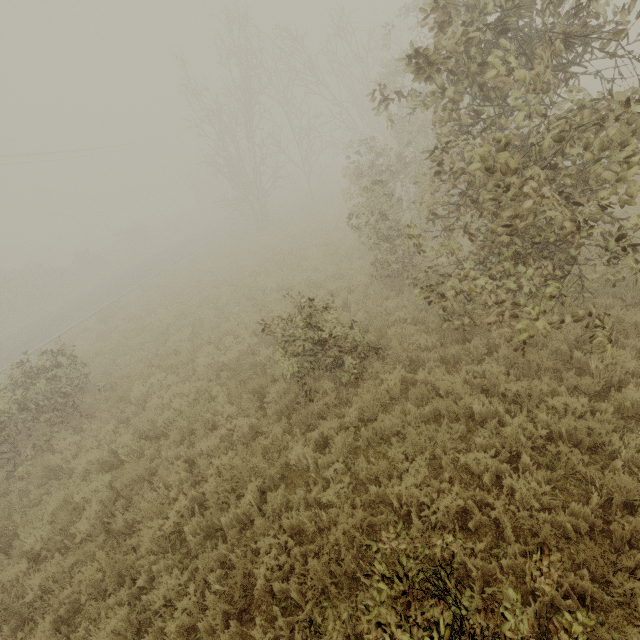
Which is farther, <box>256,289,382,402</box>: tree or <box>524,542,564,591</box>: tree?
<box>256,289,382,402</box>: tree

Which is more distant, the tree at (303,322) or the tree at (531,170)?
the tree at (303,322)

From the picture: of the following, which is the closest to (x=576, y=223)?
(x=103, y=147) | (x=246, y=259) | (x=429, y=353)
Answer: (x=429, y=353)

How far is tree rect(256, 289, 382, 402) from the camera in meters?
6.5 m

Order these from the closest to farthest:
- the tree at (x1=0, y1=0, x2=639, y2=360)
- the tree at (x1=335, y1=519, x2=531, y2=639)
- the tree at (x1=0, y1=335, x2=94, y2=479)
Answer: the tree at (x1=335, y1=519, x2=531, y2=639)
the tree at (x1=0, y1=0, x2=639, y2=360)
the tree at (x1=0, y1=335, x2=94, y2=479)

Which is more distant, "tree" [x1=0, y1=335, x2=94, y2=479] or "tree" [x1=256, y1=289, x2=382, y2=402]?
"tree" [x1=0, y1=335, x2=94, y2=479]

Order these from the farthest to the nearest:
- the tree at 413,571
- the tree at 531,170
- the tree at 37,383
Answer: the tree at 37,383 → the tree at 531,170 → the tree at 413,571
